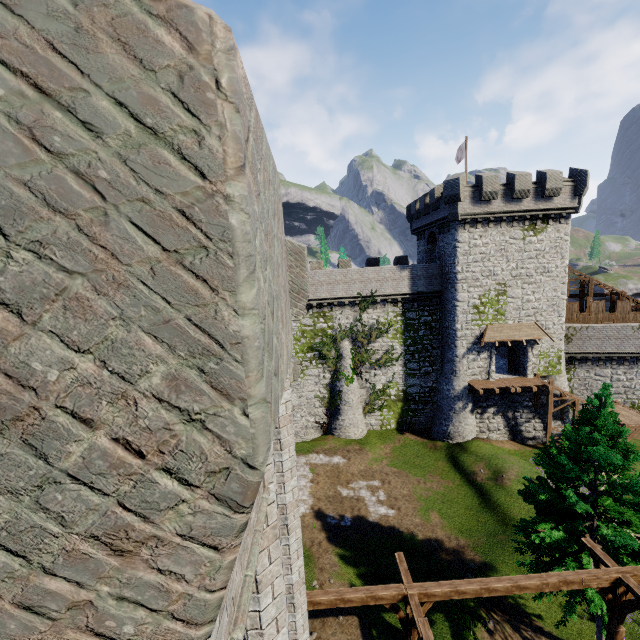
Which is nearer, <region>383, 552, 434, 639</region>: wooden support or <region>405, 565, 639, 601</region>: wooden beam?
<region>383, 552, 434, 639</region>: wooden support

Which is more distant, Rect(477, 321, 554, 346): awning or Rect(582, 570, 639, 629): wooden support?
Rect(477, 321, 554, 346): awning

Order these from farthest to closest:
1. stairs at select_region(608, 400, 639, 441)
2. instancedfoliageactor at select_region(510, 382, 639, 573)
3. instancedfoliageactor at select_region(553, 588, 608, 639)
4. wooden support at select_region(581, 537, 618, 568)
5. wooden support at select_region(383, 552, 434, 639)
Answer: stairs at select_region(608, 400, 639, 441) → instancedfoliageactor at select_region(510, 382, 639, 573) → instancedfoliageactor at select_region(553, 588, 608, 639) → wooden support at select_region(581, 537, 618, 568) → wooden support at select_region(383, 552, 434, 639)

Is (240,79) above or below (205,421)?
above

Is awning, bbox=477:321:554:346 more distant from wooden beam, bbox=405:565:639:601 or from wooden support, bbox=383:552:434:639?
wooden support, bbox=383:552:434:639

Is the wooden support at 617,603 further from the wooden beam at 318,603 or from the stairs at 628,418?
the stairs at 628,418

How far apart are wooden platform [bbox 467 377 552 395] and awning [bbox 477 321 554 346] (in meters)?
3.09

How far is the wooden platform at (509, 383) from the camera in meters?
26.5
